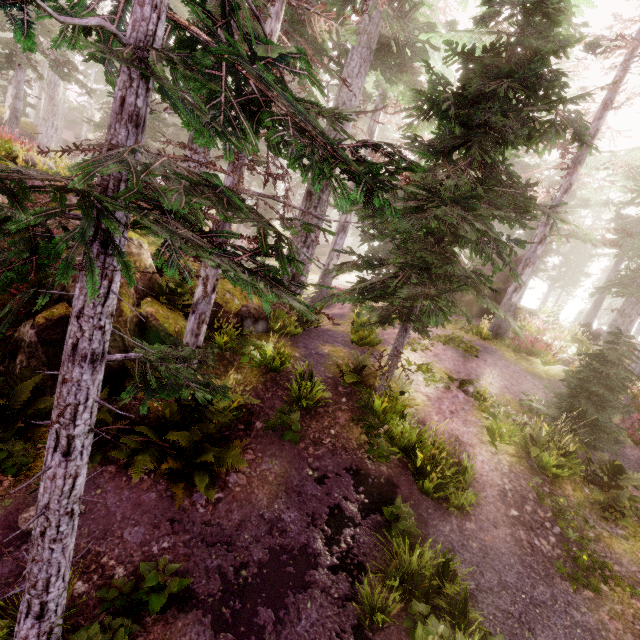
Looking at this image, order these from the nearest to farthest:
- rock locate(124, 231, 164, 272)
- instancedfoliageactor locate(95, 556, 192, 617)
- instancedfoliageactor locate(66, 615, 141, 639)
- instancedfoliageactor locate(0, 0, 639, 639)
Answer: instancedfoliageactor locate(0, 0, 639, 639)
instancedfoliageactor locate(66, 615, 141, 639)
instancedfoliageactor locate(95, 556, 192, 617)
rock locate(124, 231, 164, 272)

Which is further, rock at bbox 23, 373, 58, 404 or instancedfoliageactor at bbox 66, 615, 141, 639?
rock at bbox 23, 373, 58, 404

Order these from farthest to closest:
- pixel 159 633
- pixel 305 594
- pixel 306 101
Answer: pixel 305 594 → pixel 159 633 → pixel 306 101

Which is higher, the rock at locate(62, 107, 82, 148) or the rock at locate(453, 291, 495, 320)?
the rock at locate(62, 107, 82, 148)

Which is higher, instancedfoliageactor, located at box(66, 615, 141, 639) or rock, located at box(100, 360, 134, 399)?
rock, located at box(100, 360, 134, 399)

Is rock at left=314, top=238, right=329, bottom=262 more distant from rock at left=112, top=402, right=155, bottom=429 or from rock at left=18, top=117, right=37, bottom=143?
rock at left=18, top=117, right=37, bottom=143

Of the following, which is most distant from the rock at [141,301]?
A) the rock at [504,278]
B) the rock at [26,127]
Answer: the rock at [504,278]

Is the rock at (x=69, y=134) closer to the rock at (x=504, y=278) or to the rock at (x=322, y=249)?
the rock at (x=322, y=249)
